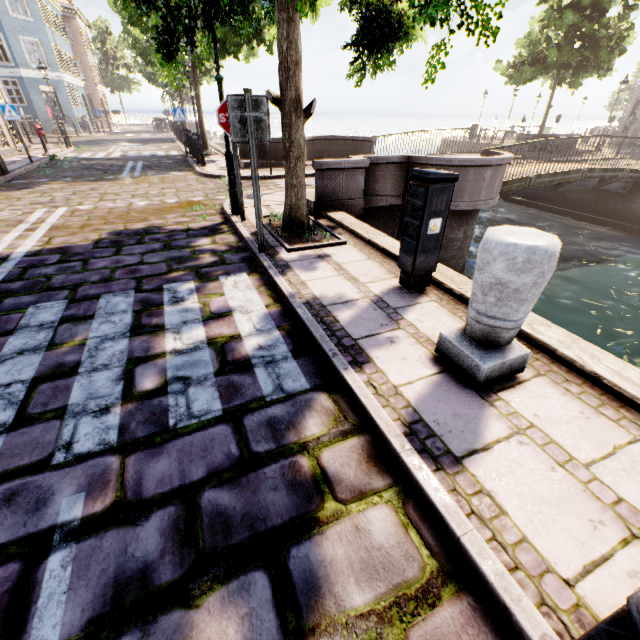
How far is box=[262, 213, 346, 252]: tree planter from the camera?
4.90m

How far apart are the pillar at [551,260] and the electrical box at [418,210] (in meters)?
1.03

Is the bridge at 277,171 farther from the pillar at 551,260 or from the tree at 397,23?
the pillar at 551,260

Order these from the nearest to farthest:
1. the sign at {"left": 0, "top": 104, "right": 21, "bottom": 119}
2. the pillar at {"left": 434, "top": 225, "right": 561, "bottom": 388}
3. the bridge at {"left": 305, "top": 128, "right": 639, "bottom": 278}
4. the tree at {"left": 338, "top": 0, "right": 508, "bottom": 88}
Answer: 1. the pillar at {"left": 434, "top": 225, "right": 561, "bottom": 388}
2. the tree at {"left": 338, "top": 0, "right": 508, "bottom": 88}
3. the bridge at {"left": 305, "top": 128, "right": 639, "bottom": 278}
4. the sign at {"left": 0, "top": 104, "right": 21, "bottom": 119}

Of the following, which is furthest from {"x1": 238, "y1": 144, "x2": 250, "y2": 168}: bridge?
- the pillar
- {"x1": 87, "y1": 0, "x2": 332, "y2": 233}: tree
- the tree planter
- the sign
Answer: the sign

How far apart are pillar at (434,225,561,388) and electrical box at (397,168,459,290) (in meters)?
1.03

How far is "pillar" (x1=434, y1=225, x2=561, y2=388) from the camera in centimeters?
203cm

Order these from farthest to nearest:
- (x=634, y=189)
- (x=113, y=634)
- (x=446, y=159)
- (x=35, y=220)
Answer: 1. (x=634, y=189)
2. (x=446, y=159)
3. (x=35, y=220)
4. (x=113, y=634)
